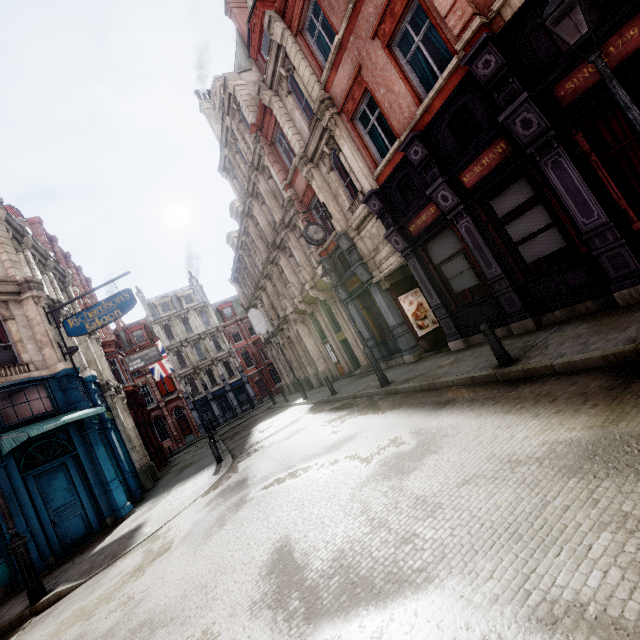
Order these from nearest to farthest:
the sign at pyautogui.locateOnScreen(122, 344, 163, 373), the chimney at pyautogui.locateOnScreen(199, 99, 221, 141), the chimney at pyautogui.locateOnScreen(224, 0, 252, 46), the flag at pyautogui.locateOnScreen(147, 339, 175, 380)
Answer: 1. the chimney at pyautogui.locateOnScreen(224, 0, 252, 46)
2. the sign at pyautogui.locateOnScreen(122, 344, 163, 373)
3. the chimney at pyautogui.locateOnScreen(199, 99, 221, 141)
4. the flag at pyautogui.locateOnScreen(147, 339, 175, 380)

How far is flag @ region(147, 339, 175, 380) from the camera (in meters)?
26.59

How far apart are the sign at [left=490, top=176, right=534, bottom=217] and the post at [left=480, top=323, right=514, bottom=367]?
3.33m

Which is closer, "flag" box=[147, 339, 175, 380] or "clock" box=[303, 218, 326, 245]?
"clock" box=[303, 218, 326, 245]

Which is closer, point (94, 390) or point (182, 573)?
point (182, 573)

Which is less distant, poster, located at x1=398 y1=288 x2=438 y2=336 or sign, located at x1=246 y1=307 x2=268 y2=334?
poster, located at x1=398 y1=288 x2=438 y2=336

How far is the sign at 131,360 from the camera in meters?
19.9

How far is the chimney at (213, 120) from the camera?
24.7m
